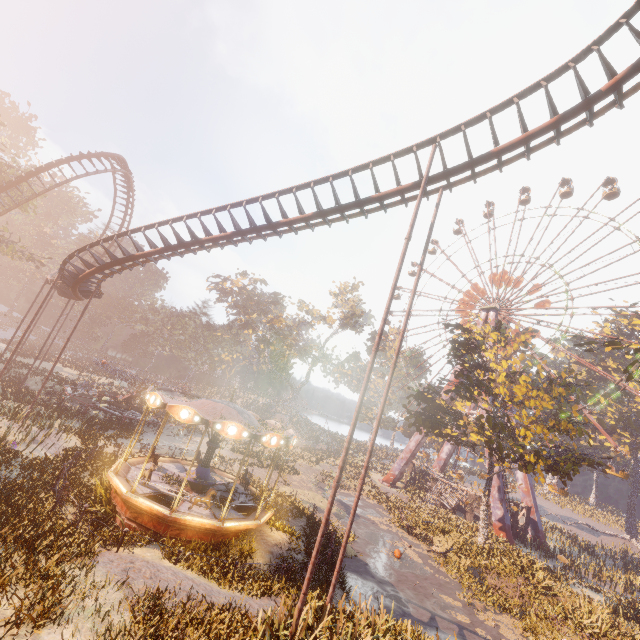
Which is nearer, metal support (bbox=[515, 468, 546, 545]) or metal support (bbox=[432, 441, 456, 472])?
metal support (bbox=[515, 468, 546, 545])

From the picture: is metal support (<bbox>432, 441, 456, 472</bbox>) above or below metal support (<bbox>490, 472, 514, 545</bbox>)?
above

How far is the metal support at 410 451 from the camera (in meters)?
43.00

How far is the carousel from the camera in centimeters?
1241cm

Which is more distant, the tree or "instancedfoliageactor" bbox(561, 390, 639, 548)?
"instancedfoliageactor" bbox(561, 390, 639, 548)

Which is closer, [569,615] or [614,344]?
[569,615]

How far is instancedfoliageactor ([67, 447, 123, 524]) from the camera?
13.00m

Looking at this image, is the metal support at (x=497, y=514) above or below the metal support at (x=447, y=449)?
below
